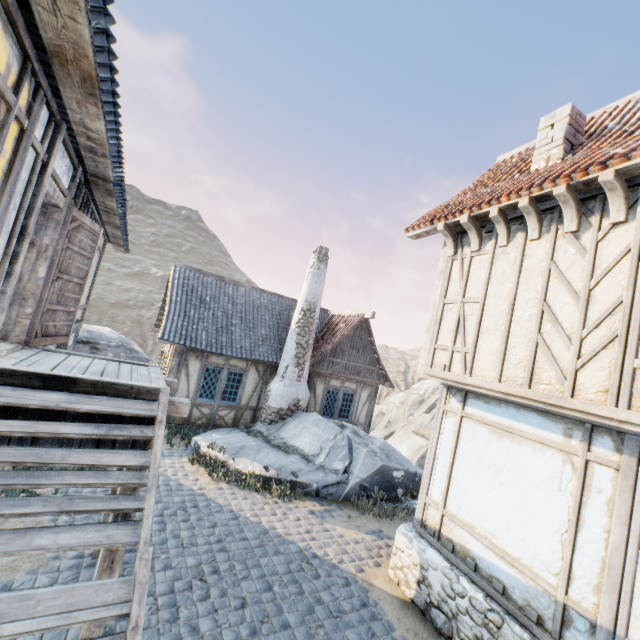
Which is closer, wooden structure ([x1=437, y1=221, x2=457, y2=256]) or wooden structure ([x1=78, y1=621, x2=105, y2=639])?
wooden structure ([x1=78, y1=621, x2=105, y2=639])

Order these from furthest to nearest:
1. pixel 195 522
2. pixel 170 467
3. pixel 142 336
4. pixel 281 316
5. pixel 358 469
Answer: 1. pixel 142 336
2. pixel 281 316
3. pixel 358 469
4. pixel 170 467
5. pixel 195 522

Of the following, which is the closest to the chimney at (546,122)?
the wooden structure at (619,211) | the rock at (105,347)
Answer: the wooden structure at (619,211)

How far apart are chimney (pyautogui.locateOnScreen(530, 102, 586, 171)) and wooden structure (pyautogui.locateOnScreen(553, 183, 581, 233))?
1.6m

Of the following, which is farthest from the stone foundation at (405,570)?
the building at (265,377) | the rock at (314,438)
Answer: the building at (265,377)

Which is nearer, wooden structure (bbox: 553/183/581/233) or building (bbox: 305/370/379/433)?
wooden structure (bbox: 553/183/581/233)

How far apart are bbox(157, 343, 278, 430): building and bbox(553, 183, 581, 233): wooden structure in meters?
10.7 m

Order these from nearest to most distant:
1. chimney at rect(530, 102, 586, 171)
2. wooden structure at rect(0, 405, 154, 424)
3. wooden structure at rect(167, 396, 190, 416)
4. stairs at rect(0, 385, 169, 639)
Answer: stairs at rect(0, 385, 169, 639) < wooden structure at rect(0, 405, 154, 424) < wooden structure at rect(167, 396, 190, 416) < chimney at rect(530, 102, 586, 171)
